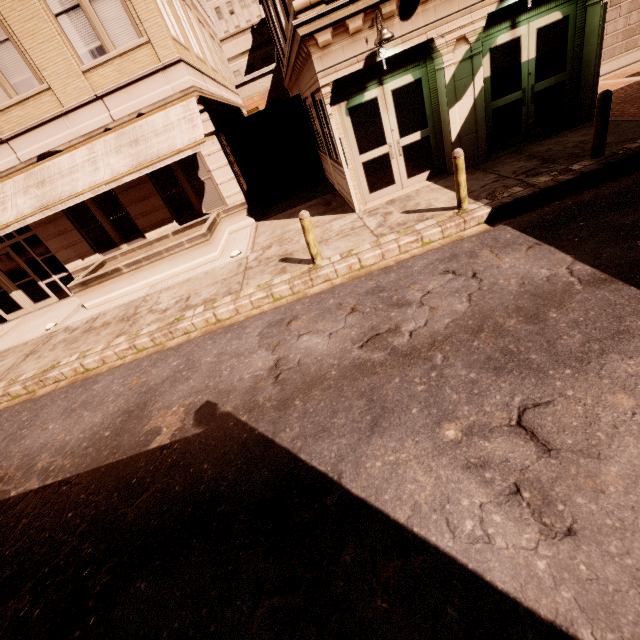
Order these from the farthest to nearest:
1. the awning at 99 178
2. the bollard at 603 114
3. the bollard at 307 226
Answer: the awning at 99 178 → the bollard at 307 226 → the bollard at 603 114

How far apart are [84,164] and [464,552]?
13.8 meters

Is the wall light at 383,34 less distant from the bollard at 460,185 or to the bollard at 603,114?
the bollard at 460,185

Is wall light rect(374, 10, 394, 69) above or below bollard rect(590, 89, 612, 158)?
above

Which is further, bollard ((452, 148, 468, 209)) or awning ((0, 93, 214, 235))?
awning ((0, 93, 214, 235))

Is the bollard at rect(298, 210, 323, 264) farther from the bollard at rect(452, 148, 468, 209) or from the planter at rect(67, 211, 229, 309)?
the planter at rect(67, 211, 229, 309)

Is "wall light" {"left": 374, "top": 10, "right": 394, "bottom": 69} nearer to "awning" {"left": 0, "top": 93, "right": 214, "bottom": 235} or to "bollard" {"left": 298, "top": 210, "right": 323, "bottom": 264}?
"bollard" {"left": 298, "top": 210, "right": 323, "bottom": 264}

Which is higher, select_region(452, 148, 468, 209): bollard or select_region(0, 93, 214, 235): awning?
select_region(0, 93, 214, 235): awning
